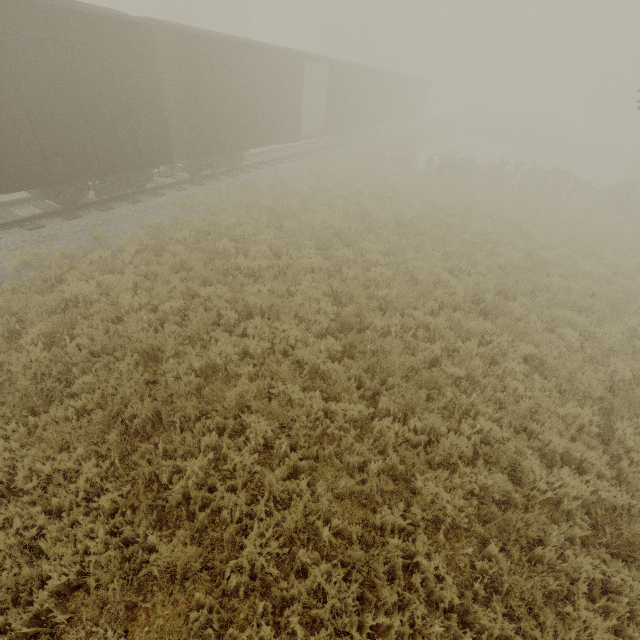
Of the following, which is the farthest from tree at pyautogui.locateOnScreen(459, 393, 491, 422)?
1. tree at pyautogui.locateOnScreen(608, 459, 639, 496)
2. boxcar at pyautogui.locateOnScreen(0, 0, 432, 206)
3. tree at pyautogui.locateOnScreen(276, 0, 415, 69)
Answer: tree at pyautogui.locateOnScreen(276, 0, 415, 69)

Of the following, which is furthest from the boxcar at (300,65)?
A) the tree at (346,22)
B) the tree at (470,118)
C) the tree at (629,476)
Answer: the tree at (346,22)

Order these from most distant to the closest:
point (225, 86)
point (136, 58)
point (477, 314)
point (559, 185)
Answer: point (559, 185) < point (225, 86) < point (136, 58) < point (477, 314)

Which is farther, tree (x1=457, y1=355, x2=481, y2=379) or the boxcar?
the boxcar

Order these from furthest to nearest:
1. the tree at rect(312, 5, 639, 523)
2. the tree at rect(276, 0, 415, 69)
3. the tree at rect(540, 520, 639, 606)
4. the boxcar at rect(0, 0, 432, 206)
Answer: the tree at rect(276, 0, 415, 69) → the boxcar at rect(0, 0, 432, 206) → the tree at rect(312, 5, 639, 523) → the tree at rect(540, 520, 639, 606)

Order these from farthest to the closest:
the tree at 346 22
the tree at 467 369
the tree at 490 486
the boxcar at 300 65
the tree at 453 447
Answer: the tree at 346 22 → the boxcar at 300 65 → the tree at 467 369 → the tree at 453 447 → the tree at 490 486

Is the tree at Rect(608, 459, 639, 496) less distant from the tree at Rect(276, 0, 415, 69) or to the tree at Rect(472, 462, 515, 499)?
the tree at Rect(472, 462, 515, 499)
